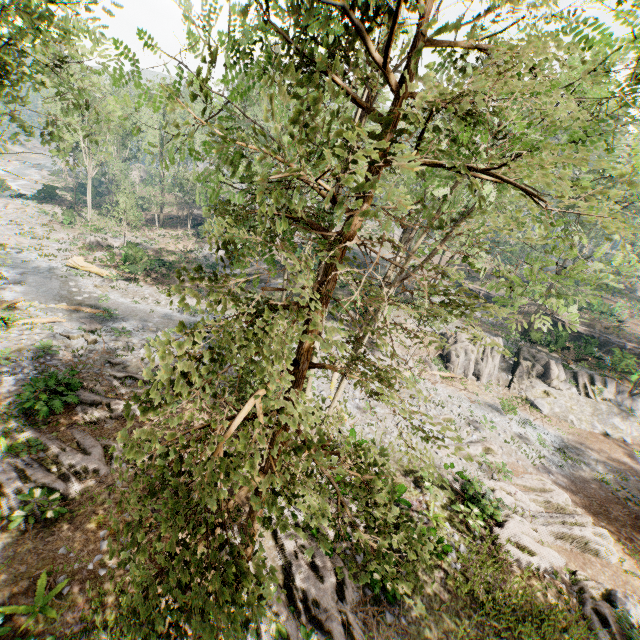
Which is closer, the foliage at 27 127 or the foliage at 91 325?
the foliage at 27 127

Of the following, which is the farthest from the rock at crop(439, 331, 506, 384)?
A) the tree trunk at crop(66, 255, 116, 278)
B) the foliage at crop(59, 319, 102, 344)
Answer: the tree trunk at crop(66, 255, 116, 278)

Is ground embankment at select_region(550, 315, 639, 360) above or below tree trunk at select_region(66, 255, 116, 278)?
above

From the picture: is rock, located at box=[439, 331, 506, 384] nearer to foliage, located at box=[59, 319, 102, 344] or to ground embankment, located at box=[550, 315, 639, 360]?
ground embankment, located at box=[550, 315, 639, 360]

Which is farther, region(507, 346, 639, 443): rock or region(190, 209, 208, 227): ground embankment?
region(190, 209, 208, 227): ground embankment

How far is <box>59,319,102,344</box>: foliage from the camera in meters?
19.0 m

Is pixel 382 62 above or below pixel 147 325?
above

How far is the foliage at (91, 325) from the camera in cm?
1895
